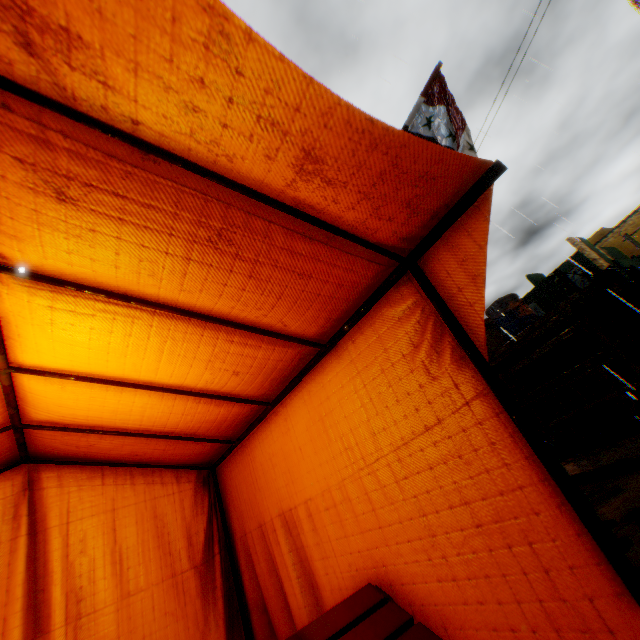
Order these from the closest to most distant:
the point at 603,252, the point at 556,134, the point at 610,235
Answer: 1. the point at 556,134
2. the point at 603,252
3. the point at 610,235

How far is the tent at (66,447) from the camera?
2.15m

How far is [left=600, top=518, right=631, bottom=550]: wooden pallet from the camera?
1.94m

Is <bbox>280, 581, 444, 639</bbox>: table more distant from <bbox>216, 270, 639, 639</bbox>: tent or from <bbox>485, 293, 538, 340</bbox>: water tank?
<bbox>485, 293, 538, 340</bbox>: water tank

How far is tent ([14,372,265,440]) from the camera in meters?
1.7

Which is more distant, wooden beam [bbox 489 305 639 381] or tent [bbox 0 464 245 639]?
wooden beam [bbox 489 305 639 381]

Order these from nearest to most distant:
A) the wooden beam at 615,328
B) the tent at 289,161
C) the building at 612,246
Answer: the tent at 289,161 → the wooden beam at 615,328 → the building at 612,246

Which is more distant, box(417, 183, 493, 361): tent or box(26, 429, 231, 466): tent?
box(26, 429, 231, 466): tent
